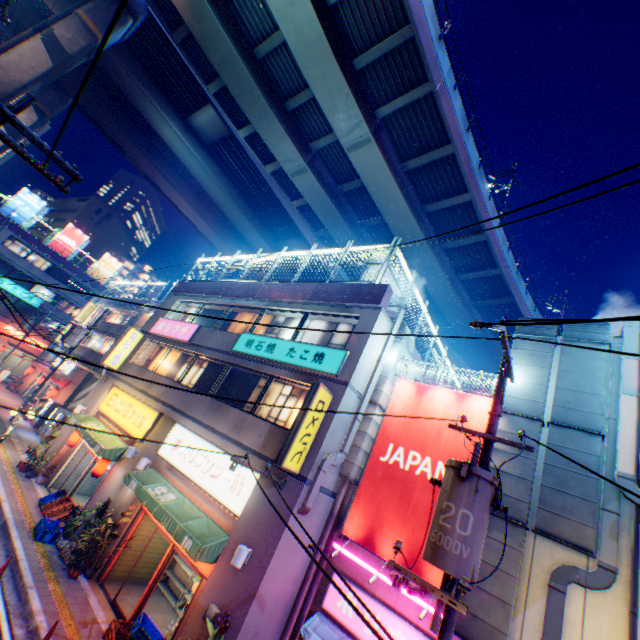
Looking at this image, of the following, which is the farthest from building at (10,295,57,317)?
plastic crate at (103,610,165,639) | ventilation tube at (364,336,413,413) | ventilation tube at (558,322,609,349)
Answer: ventilation tube at (558,322,609,349)

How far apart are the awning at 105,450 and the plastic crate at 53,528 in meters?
2.2

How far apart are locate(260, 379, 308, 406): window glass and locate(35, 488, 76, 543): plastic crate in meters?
7.5 m

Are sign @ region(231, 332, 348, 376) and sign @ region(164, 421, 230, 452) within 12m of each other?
yes

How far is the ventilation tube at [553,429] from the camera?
7.4m

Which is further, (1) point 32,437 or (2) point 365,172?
(1) point 32,437

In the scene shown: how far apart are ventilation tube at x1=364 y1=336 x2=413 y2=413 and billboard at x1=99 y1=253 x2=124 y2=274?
52.3 meters

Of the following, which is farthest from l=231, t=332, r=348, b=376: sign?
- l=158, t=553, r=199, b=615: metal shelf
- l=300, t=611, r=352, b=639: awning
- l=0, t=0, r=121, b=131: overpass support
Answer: l=0, t=0, r=121, b=131: overpass support
